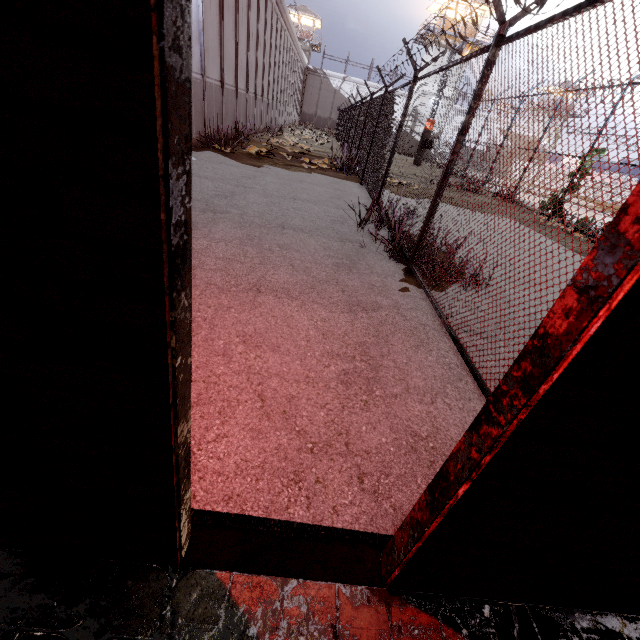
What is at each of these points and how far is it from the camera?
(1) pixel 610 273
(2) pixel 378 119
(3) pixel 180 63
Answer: (1) door frame, 0.7 meters
(2) fence, 10.8 meters
(3) door frame, 0.6 meters

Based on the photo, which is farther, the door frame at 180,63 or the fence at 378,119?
the fence at 378,119

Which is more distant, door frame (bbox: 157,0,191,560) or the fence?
the fence
